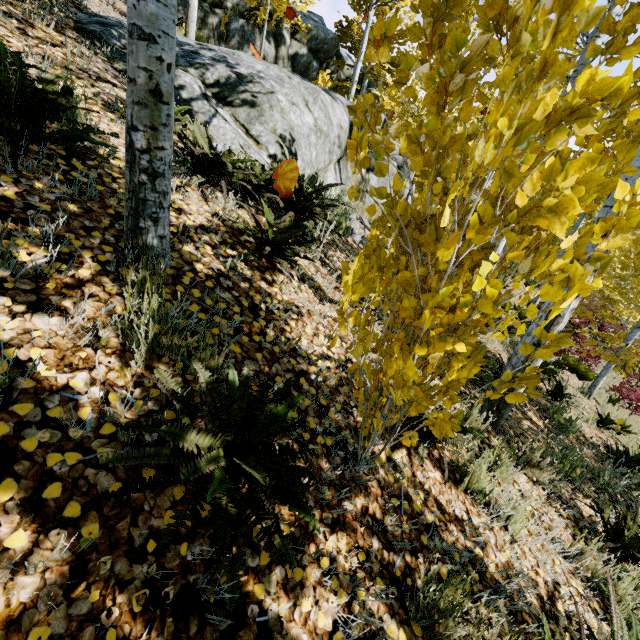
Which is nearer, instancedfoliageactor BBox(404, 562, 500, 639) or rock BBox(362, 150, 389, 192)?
instancedfoliageactor BBox(404, 562, 500, 639)

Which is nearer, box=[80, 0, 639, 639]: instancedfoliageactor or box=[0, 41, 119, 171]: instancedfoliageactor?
box=[80, 0, 639, 639]: instancedfoliageactor

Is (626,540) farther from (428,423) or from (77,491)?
(77,491)

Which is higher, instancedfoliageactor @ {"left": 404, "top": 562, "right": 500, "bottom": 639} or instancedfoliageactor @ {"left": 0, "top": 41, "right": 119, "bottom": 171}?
instancedfoliageactor @ {"left": 0, "top": 41, "right": 119, "bottom": 171}

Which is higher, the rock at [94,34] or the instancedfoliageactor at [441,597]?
the rock at [94,34]

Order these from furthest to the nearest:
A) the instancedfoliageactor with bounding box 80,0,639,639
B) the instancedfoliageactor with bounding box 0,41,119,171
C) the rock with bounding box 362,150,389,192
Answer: the rock with bounding box 362,150,389,192 < the instancedfoliageactor with bounding box 0,41,119,171 < the instancedfoliageactor with bounding box 80,0,639,639
